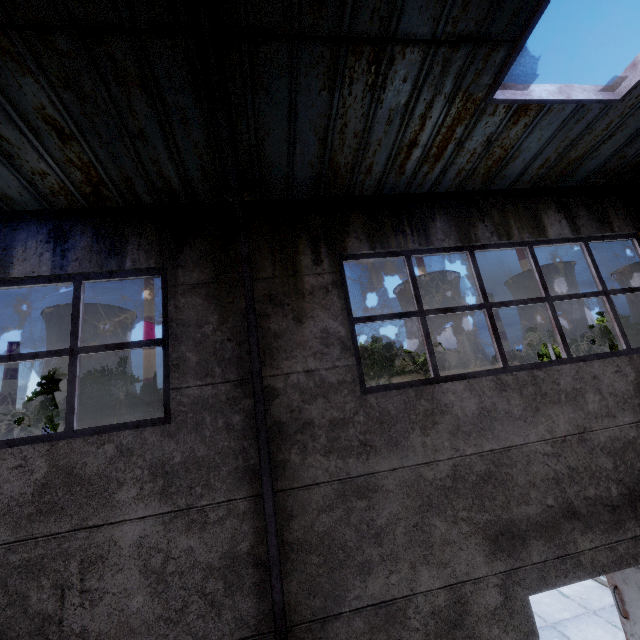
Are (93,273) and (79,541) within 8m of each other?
yes

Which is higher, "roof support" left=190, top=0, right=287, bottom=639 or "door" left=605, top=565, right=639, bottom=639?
"roof support" left=190, top=0, right=287, bottom=639

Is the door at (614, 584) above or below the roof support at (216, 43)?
below

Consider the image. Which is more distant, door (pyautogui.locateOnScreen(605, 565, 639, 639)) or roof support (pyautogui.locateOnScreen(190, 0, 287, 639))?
door (pyautogui.locateOnScreen(605, 565, 639, 639))

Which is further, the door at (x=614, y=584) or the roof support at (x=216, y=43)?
the door at (x=614, y=584)
